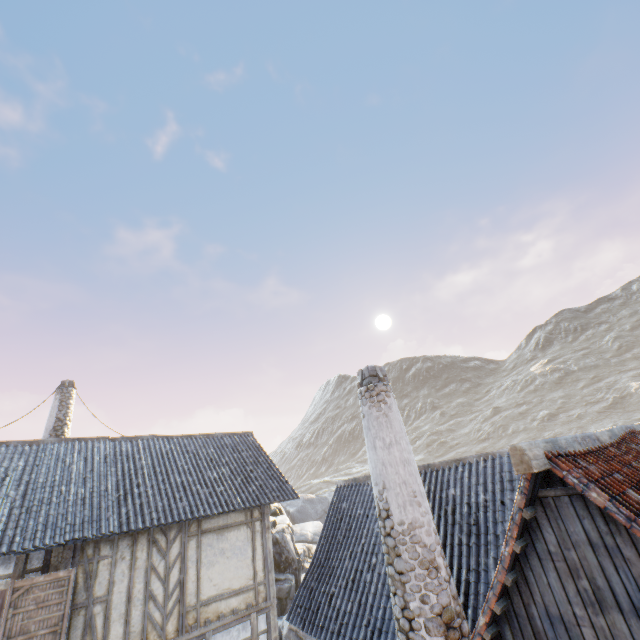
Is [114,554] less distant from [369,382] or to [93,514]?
[93,514]

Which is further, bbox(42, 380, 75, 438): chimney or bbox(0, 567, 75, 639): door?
bbox(42, 380, 75, 438): chimney

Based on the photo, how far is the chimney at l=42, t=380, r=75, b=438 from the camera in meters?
13.6 m

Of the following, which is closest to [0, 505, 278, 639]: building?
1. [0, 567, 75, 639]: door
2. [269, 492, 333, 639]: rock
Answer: [0, 567, 75, 639]: door

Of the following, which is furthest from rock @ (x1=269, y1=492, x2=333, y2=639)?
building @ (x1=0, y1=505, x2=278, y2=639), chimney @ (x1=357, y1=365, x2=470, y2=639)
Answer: chimney @ (x1=357, y1=365, x2=470, y2=639)

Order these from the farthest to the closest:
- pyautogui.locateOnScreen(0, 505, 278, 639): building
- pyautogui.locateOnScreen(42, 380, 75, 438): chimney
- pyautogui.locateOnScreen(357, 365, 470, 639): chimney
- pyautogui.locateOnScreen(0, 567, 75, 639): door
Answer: pyautogui.locateOnScreen(42, 380, 75, 438): chimney, pyautogui.locateOnScreen(0, 505, 278, 639): building, pyautogui.locateOnScreen(0, 567, 75, 639): door, pyautogui.locateOnScreen(357, 365, 470, 639): chimney

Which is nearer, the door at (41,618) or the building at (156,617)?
the door at (41,618)

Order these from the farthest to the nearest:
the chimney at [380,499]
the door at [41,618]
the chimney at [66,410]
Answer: the chimney at [66,410] → the door at [41,618] → the chimney at [380,499]
